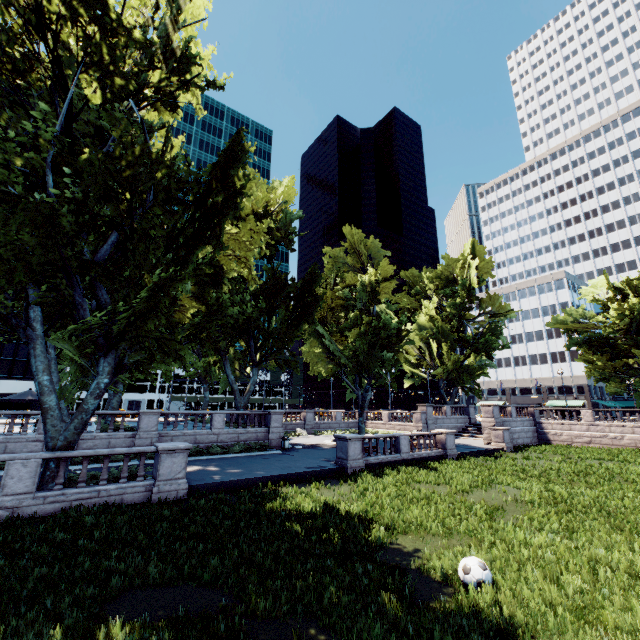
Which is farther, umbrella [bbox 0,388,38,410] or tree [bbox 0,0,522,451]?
umbrella [bbox 0,388,38,410]

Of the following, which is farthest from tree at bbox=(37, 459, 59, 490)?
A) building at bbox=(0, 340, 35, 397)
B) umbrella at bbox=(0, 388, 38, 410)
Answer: building at bbox=(0, 340, 35, 397)

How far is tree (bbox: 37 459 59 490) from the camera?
12.46m

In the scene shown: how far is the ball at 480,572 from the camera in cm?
698

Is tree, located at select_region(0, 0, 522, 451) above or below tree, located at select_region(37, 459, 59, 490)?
above

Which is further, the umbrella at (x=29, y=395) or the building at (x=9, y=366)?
the building at (x=9, y=366)

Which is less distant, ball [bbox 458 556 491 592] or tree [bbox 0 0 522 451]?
ball [bbox 458 556 491 592]

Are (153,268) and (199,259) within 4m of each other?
yes
